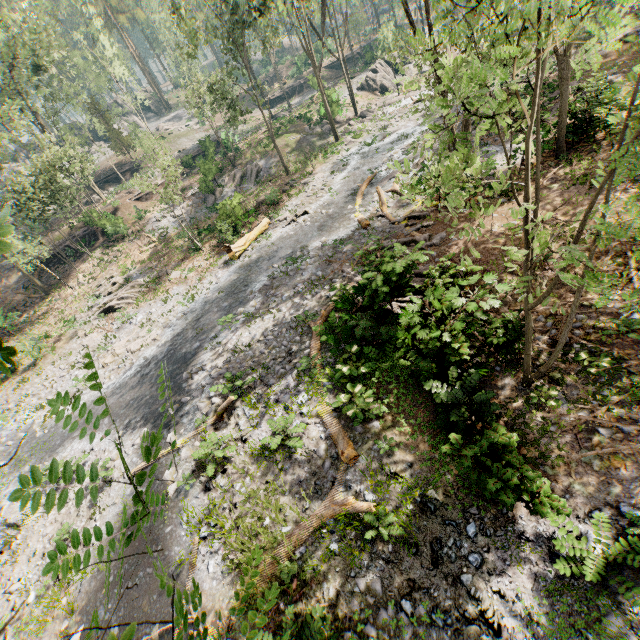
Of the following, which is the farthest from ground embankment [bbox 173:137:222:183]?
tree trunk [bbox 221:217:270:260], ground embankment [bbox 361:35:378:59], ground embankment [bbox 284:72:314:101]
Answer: tree trunk [bbox 221:217:270:260]

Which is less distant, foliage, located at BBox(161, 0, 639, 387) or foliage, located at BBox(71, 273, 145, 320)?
foliage, located at BBox(161, 0, 639, 387)

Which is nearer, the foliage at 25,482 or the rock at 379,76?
the foliage at 25,482

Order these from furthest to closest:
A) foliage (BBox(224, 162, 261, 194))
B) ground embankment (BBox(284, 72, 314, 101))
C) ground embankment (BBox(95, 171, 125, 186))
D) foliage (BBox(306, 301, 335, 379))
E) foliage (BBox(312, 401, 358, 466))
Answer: ground embankment (BBox(95, 171, 125, 186))
ground embankment (BBox(284, 72, 314, 101))
foliage (BBox(224, 162, 261, 194))
foliage (BBox(306, 301, 335, 379))
foliage (BBox(312, 401, 358, 466))

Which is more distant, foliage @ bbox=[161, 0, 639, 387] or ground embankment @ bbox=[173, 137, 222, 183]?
ground embankment @ bbox=[173, 137, 222, 183]

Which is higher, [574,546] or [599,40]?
[599,40]

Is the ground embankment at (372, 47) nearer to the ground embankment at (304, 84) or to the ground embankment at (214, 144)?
the ground embankment at (304, 84)

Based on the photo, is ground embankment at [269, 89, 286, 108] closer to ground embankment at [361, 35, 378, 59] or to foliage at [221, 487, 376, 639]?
ground embankment at [361, 35, 378, 59]
